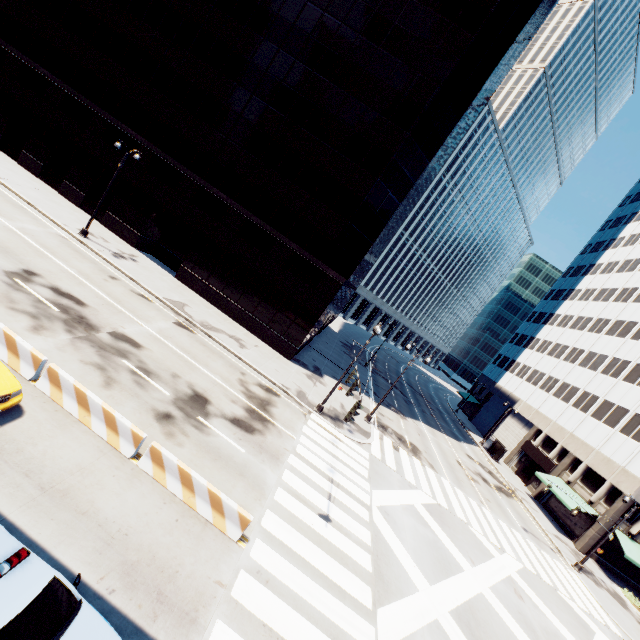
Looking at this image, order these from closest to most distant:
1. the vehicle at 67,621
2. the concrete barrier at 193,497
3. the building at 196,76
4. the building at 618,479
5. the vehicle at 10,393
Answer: the vehicle at 67,621, the vehicle at 10,393, the concrete barrier at 193,497, the building at 196,76, the building at 618,479

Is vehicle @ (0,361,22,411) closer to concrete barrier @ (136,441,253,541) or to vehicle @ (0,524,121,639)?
vehicle @ (0,524,121,639)

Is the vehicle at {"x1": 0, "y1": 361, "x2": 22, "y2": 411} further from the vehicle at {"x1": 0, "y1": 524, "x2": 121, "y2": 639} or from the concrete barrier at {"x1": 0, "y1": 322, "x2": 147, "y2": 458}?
the vehicle at {"x1": 0, "y1": 524, "x2": 121, "y2": 639}

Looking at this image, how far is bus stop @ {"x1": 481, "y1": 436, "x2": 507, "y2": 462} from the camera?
43.3 meters

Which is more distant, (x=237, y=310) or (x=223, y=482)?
(x=237, y=310)

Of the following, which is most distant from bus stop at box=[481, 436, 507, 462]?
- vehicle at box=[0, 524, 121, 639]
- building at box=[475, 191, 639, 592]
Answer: vehicle at box=[0, 524, 121, 639]

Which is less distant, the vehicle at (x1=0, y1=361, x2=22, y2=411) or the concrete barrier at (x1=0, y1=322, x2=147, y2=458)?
the vehicle at (x1=0, y1=361, x2=22, y2=411)

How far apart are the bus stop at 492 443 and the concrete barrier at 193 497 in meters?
44.8 m
